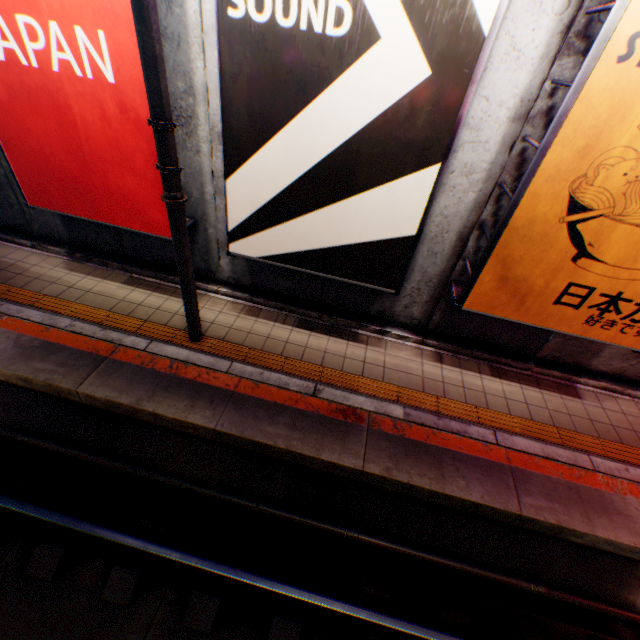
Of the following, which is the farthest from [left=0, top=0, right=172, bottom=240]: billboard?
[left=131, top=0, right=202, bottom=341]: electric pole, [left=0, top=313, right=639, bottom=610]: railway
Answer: [left=0, top=313, right=639, bottom=610]: railway

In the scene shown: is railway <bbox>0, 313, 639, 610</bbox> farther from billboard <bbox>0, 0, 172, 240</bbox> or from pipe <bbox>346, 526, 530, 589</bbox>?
billboard <bbox>0, 0, 172, 240</bbox>

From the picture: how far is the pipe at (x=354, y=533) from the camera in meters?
4.3

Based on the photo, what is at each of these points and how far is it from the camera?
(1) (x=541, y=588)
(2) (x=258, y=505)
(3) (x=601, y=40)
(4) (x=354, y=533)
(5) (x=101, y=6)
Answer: (1) pipe, 4.2 meters
(2) pipe, 4.5 meters
(3) sign frame, 2.8 meters
(4) pipe, 4.4 meters
(5) billboard, 3.4 meters

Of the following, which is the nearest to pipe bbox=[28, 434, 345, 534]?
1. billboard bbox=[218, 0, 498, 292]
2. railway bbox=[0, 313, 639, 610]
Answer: railway bbox=[0, 313, 639, 610]

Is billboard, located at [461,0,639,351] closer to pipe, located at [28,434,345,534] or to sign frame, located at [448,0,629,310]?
sign frame, located at [448,0,629,310]

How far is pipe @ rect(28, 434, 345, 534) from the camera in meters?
4.4 m
